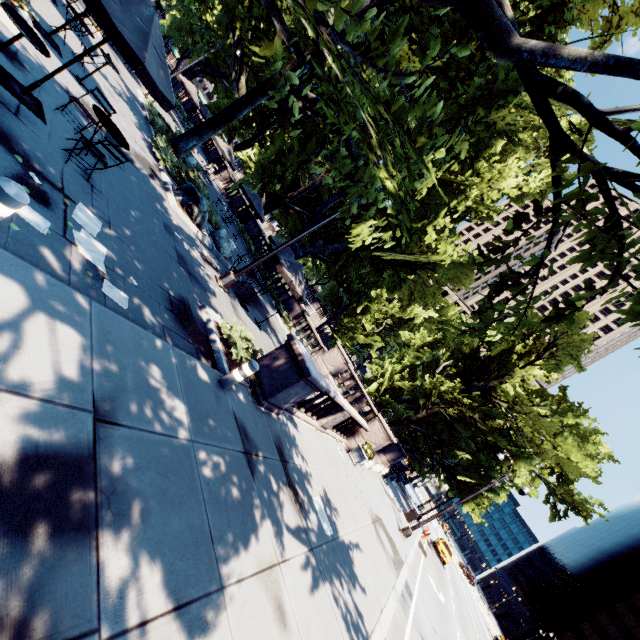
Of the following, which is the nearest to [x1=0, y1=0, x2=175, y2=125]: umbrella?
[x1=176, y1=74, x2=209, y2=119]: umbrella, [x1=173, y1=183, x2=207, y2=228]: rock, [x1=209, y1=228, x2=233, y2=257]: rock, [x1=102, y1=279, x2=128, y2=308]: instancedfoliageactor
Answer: [x1=102, y1=279, x2=128, y2=308]: instancedfoliageactor

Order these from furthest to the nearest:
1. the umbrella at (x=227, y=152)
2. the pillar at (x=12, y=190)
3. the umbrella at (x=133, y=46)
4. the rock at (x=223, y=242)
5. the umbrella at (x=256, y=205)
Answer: the umbrella at (x=227, y=152) → the umbrella at (x=256, y=205) → the rock at (x=223, y=242) → the umbrella at (x=133, y=46) → the pillar at (x=12, y=190)

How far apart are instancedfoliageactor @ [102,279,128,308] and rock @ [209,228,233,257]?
9.4m

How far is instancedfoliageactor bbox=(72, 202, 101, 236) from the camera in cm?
557

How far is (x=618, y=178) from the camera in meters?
3.9

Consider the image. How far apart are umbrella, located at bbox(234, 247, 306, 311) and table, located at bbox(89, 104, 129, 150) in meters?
5.7

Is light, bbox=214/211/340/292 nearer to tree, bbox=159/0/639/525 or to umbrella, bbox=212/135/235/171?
tree, bbox=159/0/639/525

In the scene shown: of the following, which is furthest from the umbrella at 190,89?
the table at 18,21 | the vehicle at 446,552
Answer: the vehicle at 446,552
